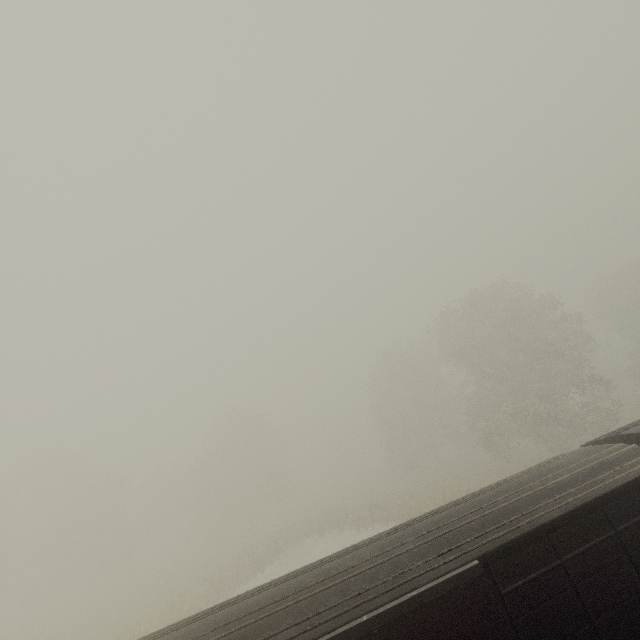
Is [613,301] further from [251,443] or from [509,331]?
[251,443]
